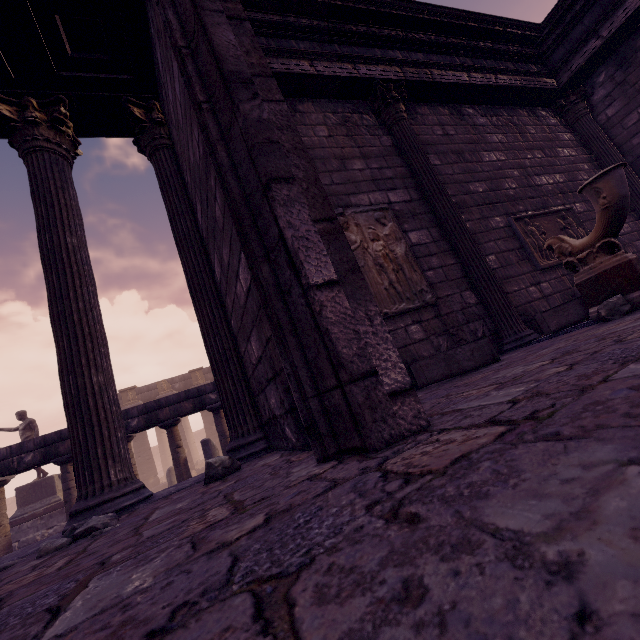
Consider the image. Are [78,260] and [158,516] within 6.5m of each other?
yes

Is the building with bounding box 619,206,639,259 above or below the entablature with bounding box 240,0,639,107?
below

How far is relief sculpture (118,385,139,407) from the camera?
21.20m

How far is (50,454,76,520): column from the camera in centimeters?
658cm

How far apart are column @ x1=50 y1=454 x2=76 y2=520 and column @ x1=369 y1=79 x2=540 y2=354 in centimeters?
847cm

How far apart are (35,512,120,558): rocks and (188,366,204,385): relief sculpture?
21.5m

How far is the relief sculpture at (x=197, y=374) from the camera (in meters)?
22.91

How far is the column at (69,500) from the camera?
6.58m
